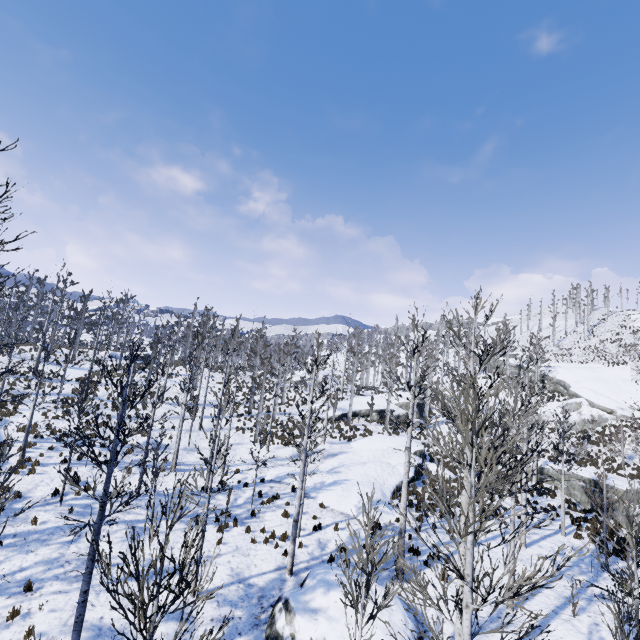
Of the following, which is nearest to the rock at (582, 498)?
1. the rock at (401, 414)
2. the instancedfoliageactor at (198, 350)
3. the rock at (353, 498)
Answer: the instancedfoliageactor at (198, 350)

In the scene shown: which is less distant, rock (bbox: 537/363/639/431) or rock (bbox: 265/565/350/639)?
rock (bbox: 265/565/350/639)

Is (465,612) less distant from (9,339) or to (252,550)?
(252,550)

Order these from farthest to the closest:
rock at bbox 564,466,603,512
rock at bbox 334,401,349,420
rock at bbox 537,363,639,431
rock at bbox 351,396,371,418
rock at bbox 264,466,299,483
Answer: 1. rock at bbox 351,396,371,418
2. rock at bbox 334,401,349,420
3. rock at bbox 537,363,639,431
4. rock at bbox 564,466,603,512
5. rock at bbox 264,466,299,483

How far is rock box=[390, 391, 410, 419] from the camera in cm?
4076

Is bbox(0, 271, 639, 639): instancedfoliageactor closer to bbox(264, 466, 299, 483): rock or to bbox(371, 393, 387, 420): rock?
bbox(371, 393, 387, 420): rock

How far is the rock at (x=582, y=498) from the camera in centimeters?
2050cm
